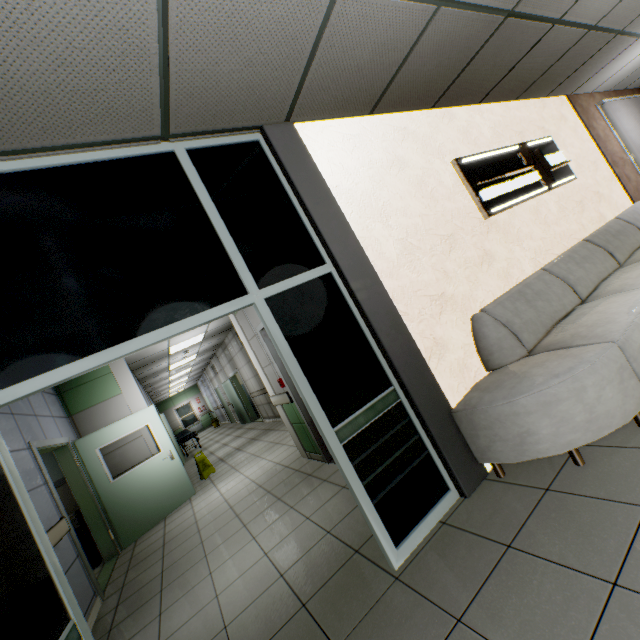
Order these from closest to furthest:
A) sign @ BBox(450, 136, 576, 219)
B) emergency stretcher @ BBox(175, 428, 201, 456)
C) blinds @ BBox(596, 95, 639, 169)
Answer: sign @ BBox(450, 136, 576, 219) < blinds @ BBox(596, 95, 639, 169) < emergency stretcher @ BBox(175, 428, 201, 456)

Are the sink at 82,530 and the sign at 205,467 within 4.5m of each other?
yes

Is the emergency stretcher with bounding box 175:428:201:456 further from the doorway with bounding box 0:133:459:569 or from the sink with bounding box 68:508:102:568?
the doorway with bounding box 0:133:459:569

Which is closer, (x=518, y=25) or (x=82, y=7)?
(x=82, y=7)

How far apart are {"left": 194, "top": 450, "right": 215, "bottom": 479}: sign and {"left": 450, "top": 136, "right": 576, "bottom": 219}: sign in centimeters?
767cm

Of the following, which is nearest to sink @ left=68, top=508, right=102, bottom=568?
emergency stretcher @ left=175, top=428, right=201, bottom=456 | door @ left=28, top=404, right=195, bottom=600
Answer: door @ left=28, top=404, right=195, bottom=600

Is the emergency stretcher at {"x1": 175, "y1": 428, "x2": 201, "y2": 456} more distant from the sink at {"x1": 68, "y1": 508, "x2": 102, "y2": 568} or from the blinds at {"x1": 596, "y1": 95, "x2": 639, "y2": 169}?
the blinds at {"x1": 596, "y1": 95, "x2": 639, "y2": 169}

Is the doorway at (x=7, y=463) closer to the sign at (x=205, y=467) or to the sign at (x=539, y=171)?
the sign at (x=539, y=171)
